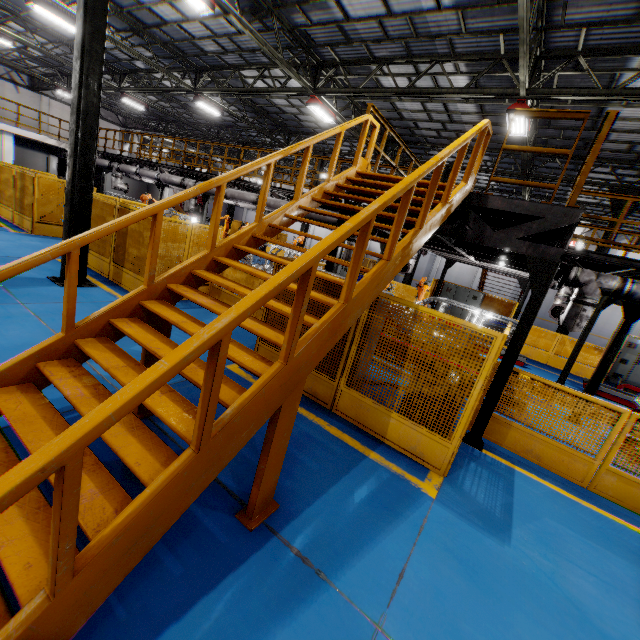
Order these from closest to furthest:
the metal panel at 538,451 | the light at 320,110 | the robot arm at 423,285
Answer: the metal panel at 538,451, the light at 320,110, the robot arm at 423,285

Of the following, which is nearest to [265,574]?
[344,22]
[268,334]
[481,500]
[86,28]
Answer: [268,334]

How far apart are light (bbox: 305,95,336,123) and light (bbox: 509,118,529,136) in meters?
7.0 m

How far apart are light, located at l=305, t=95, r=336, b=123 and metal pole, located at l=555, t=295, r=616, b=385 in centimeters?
1202cm

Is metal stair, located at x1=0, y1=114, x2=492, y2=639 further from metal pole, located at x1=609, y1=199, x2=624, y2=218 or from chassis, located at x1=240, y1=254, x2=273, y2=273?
metal pole, located at x1=609, y1=199, x2=624, y2=218

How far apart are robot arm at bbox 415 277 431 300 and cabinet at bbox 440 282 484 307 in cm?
329

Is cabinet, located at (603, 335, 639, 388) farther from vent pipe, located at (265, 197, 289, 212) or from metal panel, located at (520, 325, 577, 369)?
vent pipe, located at (265, 197, 289, 212)

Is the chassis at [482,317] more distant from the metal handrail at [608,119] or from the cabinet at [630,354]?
the cabinet at [630,354]
